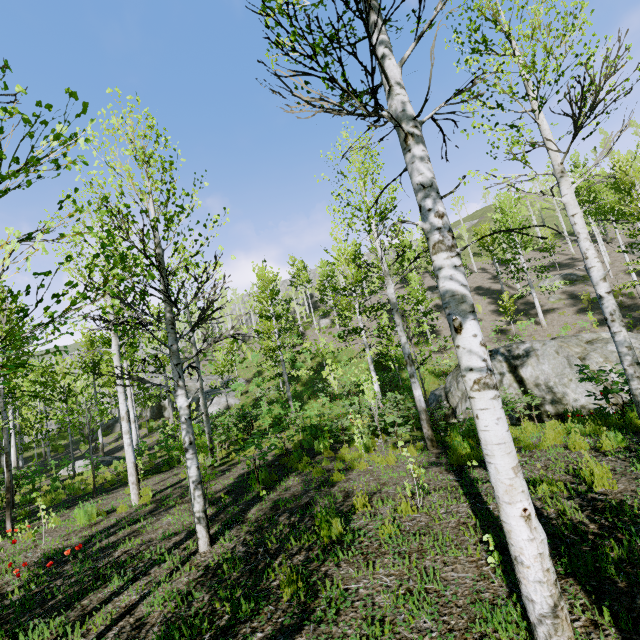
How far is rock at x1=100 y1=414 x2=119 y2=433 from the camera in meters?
33.3 m

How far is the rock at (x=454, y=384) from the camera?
13.2 meters

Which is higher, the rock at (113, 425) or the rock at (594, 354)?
the rock at (113, 425)

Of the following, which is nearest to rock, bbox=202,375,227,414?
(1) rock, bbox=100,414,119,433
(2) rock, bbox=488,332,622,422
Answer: (1) rock, bbox=100,414,119,433

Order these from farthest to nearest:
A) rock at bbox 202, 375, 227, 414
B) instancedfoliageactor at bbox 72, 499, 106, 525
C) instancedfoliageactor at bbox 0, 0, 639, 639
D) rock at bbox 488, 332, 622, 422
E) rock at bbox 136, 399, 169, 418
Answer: rock at bbox 136, 399, 169, 418, rock at bbox 202, 375, 227, 414, rock at bbox 488, 332, 622, 422, instancedfoliageactor at bbox 72, 499, 106, 525, instancedfoliageactor at bbox 0, 0, 639, 639

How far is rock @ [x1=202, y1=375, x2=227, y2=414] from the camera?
28.1 meters

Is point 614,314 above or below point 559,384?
above

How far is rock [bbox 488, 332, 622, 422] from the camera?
10.7m
